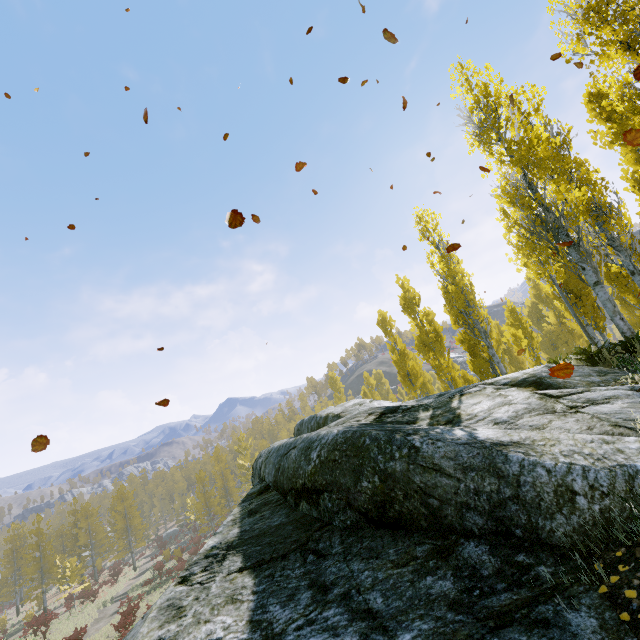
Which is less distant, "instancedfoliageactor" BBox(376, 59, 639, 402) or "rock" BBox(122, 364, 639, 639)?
"rock" BBox(122, 364, 639, 639)

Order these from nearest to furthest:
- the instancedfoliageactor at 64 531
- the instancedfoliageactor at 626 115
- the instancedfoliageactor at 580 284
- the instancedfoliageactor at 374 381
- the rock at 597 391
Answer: the rock at 597 391, the instancedfoliageactor at 626 115, the instancedfoliageactor at 580 284, the instancedfoliageactor at 64 531, the instancedfoliageactor at 374 381

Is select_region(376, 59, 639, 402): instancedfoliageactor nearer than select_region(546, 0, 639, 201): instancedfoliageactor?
No

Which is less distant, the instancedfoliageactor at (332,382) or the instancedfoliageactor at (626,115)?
the instancedfoliageactor at (626,115)

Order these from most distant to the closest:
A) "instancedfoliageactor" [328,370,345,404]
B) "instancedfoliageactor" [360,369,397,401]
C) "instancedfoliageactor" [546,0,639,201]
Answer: "instancedfoliageactor" [328,370,345,404] < "instancedfoliageactor" [360,369,397,401] < "instancedfoliageactor" [546,0,639,201]

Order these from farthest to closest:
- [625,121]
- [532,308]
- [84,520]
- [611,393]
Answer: [84,520] < [532,308] < [625,121] < [611,393]
